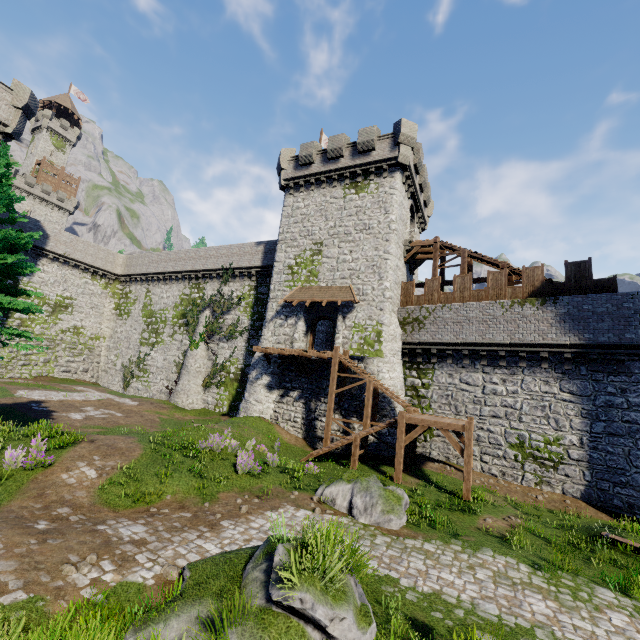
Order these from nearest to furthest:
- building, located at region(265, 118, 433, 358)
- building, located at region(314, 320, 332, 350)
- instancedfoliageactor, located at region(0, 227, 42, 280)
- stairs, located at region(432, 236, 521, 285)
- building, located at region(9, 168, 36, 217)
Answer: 1. instancedfoliageactor, located at region(0, 227, 42, 280)
2. stairs, located at region(432, 236, 521, 285)
3. building, located at region(265, 118, 433, 358)
4. building, located at region(314, 320, 332, 350)
5. building, located at region(9, 168, 36, 217)

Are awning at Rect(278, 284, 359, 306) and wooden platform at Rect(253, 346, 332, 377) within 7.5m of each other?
yes

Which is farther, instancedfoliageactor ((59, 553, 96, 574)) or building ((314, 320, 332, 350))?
building ((314, 320, 332, 350))

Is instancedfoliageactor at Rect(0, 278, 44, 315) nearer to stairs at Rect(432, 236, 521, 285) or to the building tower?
the building tower

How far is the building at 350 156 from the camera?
21.9 meters

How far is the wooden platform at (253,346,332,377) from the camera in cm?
2091

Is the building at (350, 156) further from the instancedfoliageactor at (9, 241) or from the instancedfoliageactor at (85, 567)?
the instancedfoliageactor at (85, 567)

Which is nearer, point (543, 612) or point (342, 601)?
point (342, 601)
